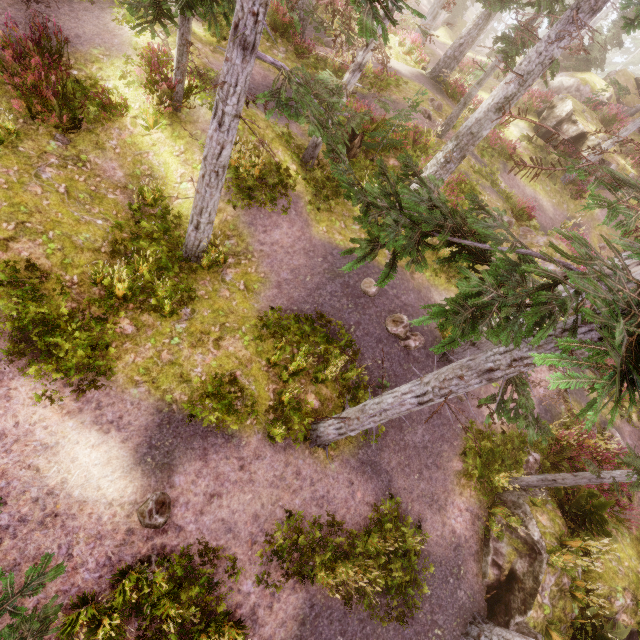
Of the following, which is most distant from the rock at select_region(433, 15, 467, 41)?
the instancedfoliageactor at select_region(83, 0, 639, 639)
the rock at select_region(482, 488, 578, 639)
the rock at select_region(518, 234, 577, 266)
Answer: the rock at select_region(482, 488, 578, 639)

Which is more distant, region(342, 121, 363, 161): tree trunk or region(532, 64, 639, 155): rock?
region(532, 64, 639, 155): rock

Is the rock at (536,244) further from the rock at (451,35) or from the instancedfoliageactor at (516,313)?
the rock at (451,35)

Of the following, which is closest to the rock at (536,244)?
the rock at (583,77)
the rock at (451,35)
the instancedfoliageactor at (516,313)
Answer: the instancedfoliageactor at (516,313)

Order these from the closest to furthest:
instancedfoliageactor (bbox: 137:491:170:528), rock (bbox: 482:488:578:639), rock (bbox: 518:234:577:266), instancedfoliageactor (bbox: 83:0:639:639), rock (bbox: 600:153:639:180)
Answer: instancedfoliageactor (bbox: 83:0:639:639) → instancedfoliageactor (bbox: 137:491:170:528) → rock (bbox: 482:488:578:639) → rock (bbox: 518:234:577:266) → rock (bbox: 600:153:639:180)

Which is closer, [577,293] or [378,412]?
[577,293]

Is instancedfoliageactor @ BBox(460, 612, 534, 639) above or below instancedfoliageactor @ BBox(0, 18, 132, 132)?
below

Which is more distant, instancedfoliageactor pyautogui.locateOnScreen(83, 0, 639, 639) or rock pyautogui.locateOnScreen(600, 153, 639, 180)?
rock pyautogui.locateOnScreen(600, 153, 639, 180)
